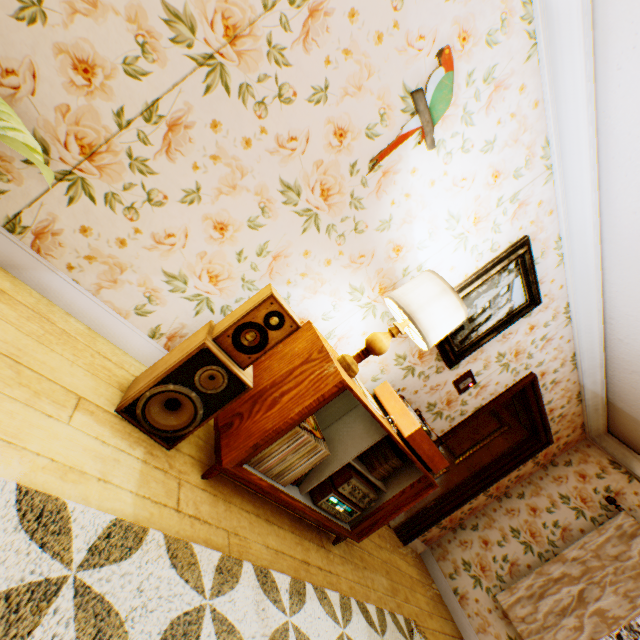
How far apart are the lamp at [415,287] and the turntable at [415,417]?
0.5m

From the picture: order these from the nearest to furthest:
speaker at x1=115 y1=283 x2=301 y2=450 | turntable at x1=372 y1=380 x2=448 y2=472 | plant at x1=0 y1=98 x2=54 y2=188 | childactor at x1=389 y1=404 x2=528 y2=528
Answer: plant at x1=0 y1=98 x2=54 y2=188
speaker at x1=115 y1=283 x2=301 y2=450
turntable at x1=372 y1=380 x2=448 y2=472
childactor at x1=389 y1=404 x2=528 y2=528

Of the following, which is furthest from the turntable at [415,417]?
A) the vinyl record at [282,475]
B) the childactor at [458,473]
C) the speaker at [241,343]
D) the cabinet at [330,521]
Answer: the childactor at [458,473]

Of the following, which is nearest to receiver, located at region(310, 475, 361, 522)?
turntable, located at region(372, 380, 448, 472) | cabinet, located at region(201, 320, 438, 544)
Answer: cabinet, located at region(201, 320, 438, 544)

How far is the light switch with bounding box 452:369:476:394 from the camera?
3.1m

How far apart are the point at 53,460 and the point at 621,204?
3.5 meters

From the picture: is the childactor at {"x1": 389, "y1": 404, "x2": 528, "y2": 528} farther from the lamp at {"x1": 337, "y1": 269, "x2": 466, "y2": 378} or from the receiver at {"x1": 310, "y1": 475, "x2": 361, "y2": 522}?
the lamp at {"x1": 337, "y1": 269, "x2": 466, "y2": 378}

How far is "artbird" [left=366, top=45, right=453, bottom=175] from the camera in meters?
1.7 m
